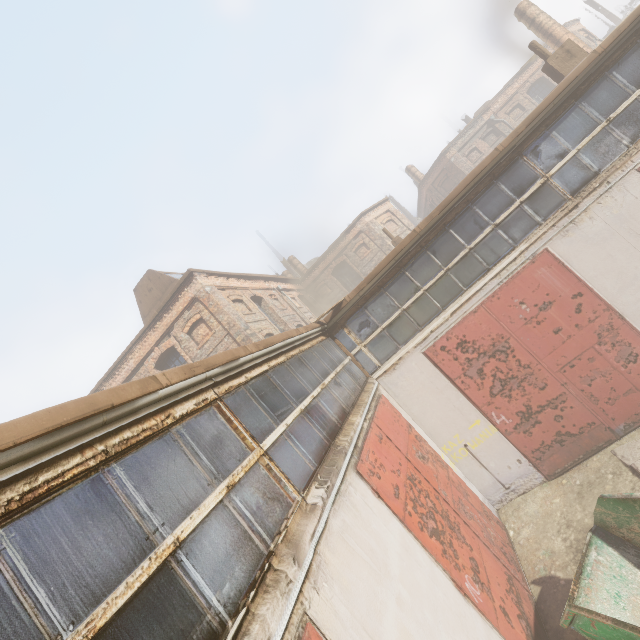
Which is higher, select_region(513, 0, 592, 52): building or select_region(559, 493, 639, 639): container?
select_region(513, 0, 592, 52): building

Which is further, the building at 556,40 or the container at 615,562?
the building at 556,40

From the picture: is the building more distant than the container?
Yes

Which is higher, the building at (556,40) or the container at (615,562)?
the building at (556,40)

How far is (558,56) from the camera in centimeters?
1035cm
